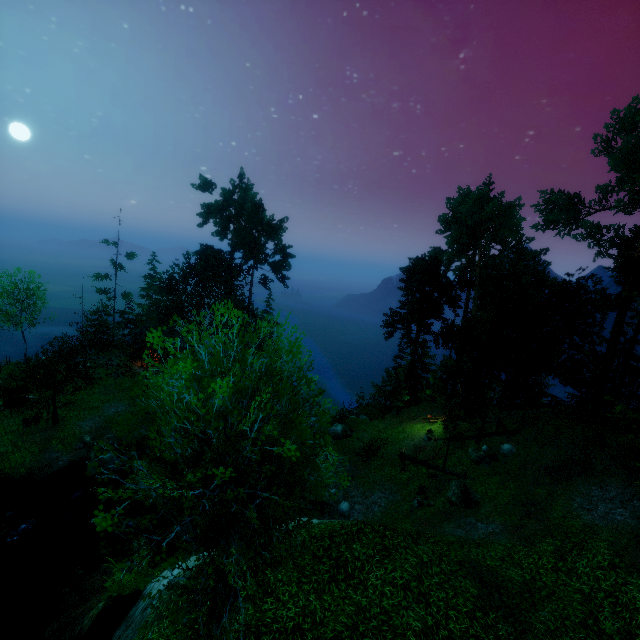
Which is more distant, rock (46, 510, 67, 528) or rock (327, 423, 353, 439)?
rock (327, 423, 353, 439)

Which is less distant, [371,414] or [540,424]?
[540,424]

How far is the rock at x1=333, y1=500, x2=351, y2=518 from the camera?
20.4m

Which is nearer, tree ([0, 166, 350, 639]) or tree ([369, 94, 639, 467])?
tree ([0, 166, 350, 639])

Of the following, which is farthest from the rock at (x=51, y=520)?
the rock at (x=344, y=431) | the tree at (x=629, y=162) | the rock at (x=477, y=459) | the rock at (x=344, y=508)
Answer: the rock at (x=477, y=459)

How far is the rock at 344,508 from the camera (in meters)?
20.38

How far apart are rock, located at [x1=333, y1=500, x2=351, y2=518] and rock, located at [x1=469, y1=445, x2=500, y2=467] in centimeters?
902cm

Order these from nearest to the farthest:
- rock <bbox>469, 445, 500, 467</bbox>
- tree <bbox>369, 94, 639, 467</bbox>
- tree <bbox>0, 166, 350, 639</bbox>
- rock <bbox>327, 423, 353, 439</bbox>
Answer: tree <bbox>0, 166, 350, 639</bbox> < rock <bbox>469, 445, 500, 467</bbox> < tree <bbox>369, 94, 639, 467</bbox> < rock <bbox>327, 423, 353, 439</bbox>
